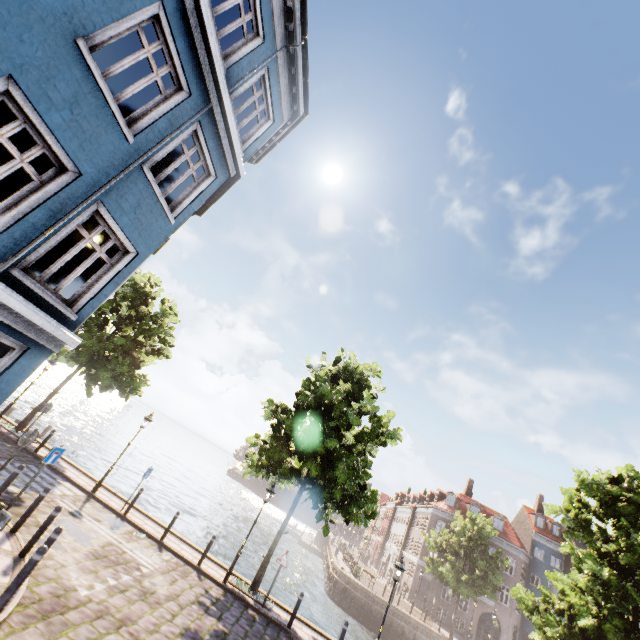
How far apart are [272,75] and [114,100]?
5.0m

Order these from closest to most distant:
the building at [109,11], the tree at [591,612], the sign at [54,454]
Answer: the building at [109,11] < the sign at [54,454] < the tree at [591,612]

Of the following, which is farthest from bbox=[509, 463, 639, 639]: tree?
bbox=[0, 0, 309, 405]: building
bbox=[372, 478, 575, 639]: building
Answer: bbox=[0, 0, 309, 405]: building

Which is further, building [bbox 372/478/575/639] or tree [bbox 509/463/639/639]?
building [bbox 372/478/575/639]

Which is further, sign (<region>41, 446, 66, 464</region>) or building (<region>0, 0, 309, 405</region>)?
sign (<region>41, 446, 66, 464</region>)

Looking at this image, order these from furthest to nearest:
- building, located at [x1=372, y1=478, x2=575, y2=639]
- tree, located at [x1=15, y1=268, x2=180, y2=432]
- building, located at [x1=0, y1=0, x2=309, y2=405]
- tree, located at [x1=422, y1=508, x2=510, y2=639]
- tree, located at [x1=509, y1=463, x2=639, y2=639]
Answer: building, located at [x1=372, y1=478, x2=575, y2=639]
tree, located at [x1=422, y1=508, x2=510, y2=639]
tree, located at [x1=15, y1=268, x2=180, y2=432]
tree, located at [x1=509, y1=463, x2=639, y2=639]
building, located at [x1=0, y1=0, x2=309, y2=405]

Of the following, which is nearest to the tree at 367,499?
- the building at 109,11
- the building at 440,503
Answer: the building at 440,503

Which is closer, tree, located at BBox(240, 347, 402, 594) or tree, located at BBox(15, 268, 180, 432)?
tree, located at BBox(240, 347, 402, 594)
